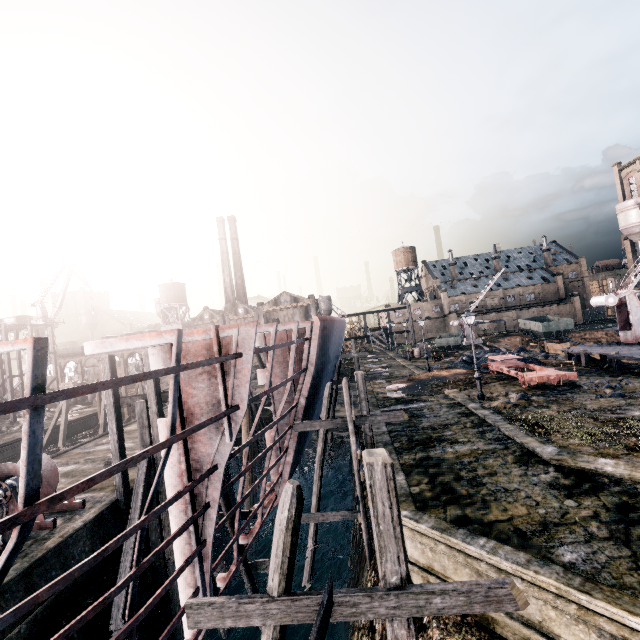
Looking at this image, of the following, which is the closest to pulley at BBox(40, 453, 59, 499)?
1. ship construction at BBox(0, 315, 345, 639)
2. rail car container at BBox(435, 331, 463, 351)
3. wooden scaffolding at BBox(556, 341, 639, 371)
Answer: ship construction at BBox(0, 315, 345, 639)

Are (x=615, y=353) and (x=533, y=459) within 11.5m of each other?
no

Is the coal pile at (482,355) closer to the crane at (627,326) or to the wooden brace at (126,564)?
the crane at (627,326)

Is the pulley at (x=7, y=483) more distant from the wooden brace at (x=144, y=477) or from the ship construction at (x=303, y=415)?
the ship construction at (x=303, y=415)

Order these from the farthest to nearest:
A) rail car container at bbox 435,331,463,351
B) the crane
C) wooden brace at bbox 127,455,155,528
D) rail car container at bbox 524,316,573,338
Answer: rail car container at bbox 524,316,573,338
rail car container at bbox 435,331,463,351
the crane
wooden brace at bbox 127,455,155,528

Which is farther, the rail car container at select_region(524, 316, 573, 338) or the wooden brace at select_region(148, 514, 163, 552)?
the rail car container at select_region(524, 316, 573, 338)

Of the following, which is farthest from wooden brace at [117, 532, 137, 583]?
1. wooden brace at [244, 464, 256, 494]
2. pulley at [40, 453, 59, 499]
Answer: wooden brace at [244, 464, 256, 494]

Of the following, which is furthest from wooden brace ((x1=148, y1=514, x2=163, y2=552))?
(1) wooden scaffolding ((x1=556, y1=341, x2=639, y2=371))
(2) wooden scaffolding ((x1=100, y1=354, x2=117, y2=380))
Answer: (1) wooden scaffolding ((x1=556, y1=341, x2=639, y2=371))
